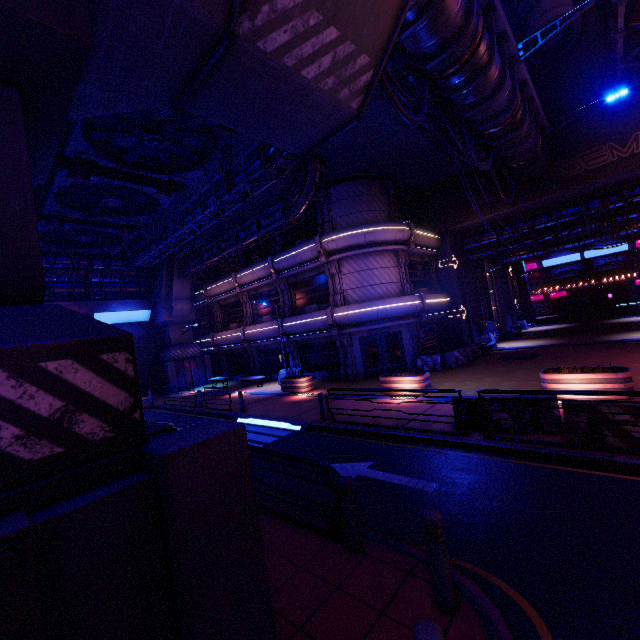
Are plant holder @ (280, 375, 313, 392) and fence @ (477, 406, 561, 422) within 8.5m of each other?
no

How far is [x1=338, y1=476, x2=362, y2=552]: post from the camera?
4.9 meters

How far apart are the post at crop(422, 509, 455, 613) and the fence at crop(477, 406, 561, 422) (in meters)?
5.66

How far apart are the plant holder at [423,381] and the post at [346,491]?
9.2 meters

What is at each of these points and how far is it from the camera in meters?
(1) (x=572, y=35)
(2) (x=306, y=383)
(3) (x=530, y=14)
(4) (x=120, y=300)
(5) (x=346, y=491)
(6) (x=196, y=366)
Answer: (1) building, 17.3
(2) plant holder, 18.6
(3) building, 17.8
(4) walkway, 28.4
(5) post, 4.9
(6) pillar, 29.9

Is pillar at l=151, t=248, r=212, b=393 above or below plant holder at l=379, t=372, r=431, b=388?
above

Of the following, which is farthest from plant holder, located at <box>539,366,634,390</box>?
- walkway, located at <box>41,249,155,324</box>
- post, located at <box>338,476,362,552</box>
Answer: walkway, located at <box>41,249,155,324</box>

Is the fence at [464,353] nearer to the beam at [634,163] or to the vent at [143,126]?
the beam at [634,163]
